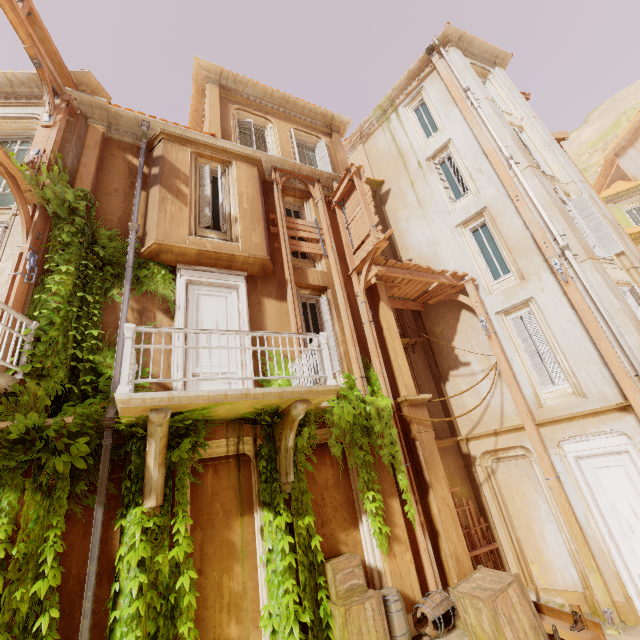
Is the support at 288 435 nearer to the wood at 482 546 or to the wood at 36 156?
the wood at 482 546

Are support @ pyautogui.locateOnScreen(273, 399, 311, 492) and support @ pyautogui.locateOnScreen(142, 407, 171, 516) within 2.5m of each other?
yes

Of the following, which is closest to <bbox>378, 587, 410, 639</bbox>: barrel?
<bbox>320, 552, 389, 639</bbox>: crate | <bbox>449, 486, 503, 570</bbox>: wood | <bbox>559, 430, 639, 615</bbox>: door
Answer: <bbox>320, 552, 389, 639</bbox>: crate

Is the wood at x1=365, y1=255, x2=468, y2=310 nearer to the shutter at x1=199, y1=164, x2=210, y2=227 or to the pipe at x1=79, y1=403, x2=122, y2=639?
the shutter at x1=199, y1=164, x2=210, y2=227

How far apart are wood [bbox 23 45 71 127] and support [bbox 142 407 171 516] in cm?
717

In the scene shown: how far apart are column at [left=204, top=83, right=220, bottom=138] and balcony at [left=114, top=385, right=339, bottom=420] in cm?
856

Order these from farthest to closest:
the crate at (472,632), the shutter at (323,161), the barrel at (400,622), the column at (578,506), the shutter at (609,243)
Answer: the shutter at (323,161) < the shutter at (609,243) < the column at (578,506) < the barrel at (400,622) < the crate at (472,632)

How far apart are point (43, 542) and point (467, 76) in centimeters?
1871cm
